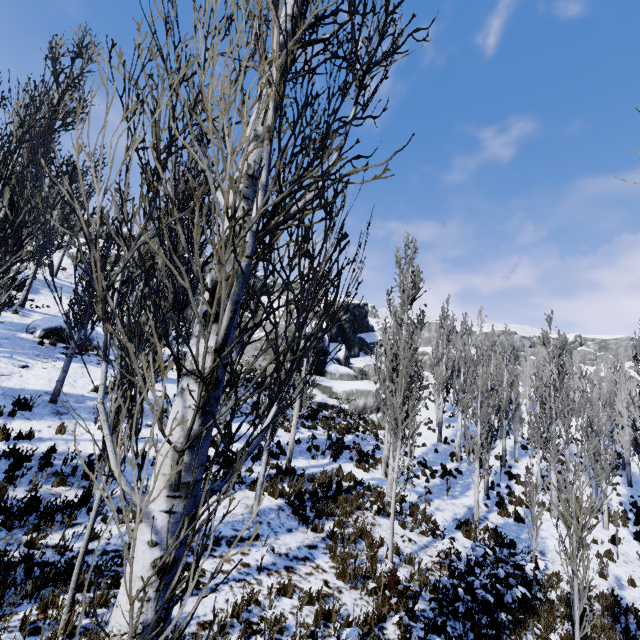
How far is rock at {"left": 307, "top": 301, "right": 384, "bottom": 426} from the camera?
25.02m

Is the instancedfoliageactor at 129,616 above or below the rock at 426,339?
below

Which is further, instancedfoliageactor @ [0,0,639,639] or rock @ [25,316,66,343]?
rock @ [25,316,66,343]

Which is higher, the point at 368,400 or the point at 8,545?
the point at 368,400

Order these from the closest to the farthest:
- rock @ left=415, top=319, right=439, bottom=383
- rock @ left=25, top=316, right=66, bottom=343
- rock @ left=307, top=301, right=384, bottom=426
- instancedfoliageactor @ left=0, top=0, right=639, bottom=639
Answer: instancedfoliageactor @ left=0, top=0, right=639, bottom=639, rock @ left=25, top=316, right=66, bottom=343, rock @ left=307, top=301, right=384, bottom=426, rock @ left=415, top=319, right=439, bottom=383

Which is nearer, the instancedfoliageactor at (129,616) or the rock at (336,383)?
the instancedfoliageactor at (129,616)

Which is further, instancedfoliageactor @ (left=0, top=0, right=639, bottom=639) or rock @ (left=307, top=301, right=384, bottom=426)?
rock @ (left=307, top=301, right=384, bottom=426)
